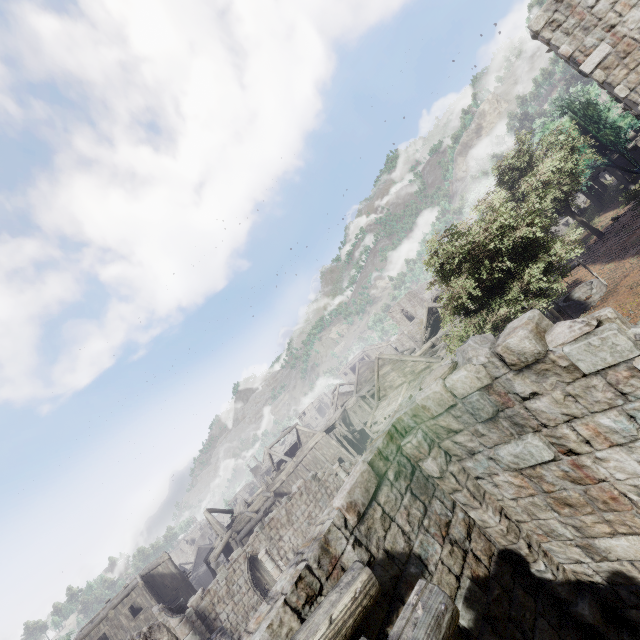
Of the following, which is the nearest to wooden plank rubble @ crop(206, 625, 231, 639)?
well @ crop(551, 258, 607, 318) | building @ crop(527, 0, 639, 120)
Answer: building @ crop(527, 0, 639, 120)

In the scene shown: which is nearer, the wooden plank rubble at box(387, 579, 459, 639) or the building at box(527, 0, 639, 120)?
the wooden plank rubble at box(387, 579, 459, 639)

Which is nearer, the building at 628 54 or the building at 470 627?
the building at 470 627

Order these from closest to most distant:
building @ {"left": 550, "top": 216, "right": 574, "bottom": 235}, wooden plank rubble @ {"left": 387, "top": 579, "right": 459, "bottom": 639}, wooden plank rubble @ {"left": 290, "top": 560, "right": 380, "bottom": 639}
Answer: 1. wooden plank rubble @ {"left": 387, "top": 579, "right": 459, "bottom": 639}
2. wooden plank rubble @ {"left": 290, "top": 560, "right": 380, "bottom": 639}
3. building @ {"left": 550, "top": 216, "right": 574, "bottom": 235}

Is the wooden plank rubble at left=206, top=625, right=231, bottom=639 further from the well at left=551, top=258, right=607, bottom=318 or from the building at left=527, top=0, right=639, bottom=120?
the well at left=551, top=258, right=607, bottom=318

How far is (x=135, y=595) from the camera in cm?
2494

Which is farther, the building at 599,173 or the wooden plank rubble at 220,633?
the building at 599,173
